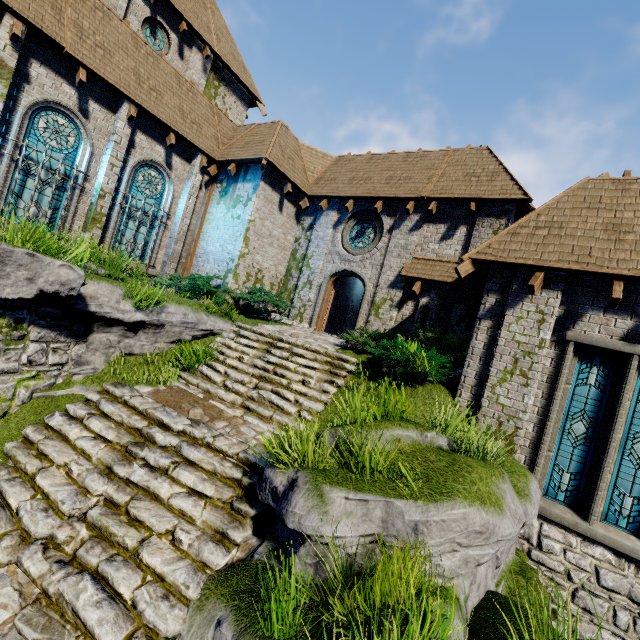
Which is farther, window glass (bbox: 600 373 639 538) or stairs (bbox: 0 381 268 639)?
window glass (bbox: 600 373 639 538)

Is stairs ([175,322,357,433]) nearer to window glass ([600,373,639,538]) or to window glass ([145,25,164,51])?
window glass ([600,373,639,538])

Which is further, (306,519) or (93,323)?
(93,323)

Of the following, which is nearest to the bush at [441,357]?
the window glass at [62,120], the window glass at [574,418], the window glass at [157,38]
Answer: the window glass at [574,418]

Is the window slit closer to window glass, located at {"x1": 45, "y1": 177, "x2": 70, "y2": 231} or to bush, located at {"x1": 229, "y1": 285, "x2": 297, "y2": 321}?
bush, located at {"x1": 229, "y1": 285, "x2": 297, "y2": 321}

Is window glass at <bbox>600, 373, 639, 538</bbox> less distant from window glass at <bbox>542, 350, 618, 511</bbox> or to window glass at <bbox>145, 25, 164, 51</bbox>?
window glass at <bbox>542, 350, 618, 511</bbox>

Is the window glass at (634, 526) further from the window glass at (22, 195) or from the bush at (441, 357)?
the window glass at (22, 195)

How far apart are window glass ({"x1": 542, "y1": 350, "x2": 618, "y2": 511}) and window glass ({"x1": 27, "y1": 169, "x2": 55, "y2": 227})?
15.0 meters
